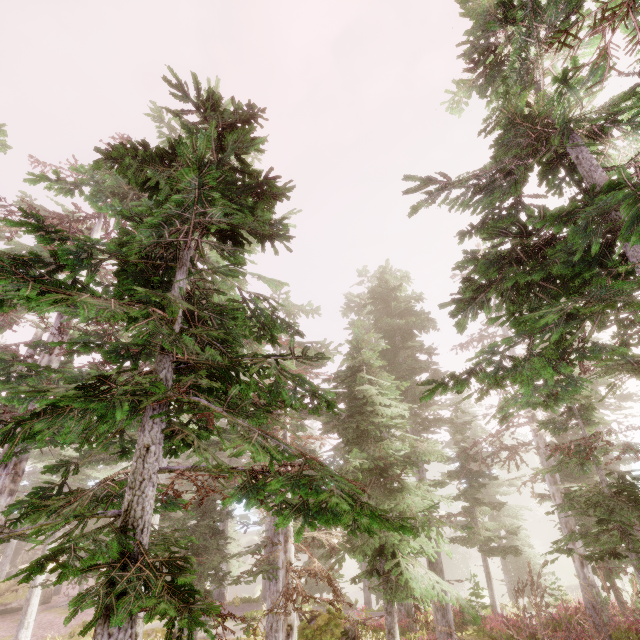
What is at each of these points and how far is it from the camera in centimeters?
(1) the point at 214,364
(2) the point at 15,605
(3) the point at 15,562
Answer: (1) instancedfoliageactor, 322cm
(2) rock, 2472cm
(3) rock, 3581cm

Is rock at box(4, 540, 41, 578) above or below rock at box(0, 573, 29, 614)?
above

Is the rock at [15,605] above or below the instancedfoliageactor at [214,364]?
below

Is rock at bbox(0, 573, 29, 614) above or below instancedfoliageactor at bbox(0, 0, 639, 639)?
below

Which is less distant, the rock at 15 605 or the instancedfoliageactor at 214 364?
the instancedfoliageactor at 214 364

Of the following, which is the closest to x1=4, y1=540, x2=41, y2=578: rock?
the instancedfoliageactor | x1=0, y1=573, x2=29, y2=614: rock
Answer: the instancedfoliageactor

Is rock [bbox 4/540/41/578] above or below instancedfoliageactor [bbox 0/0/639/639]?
below
